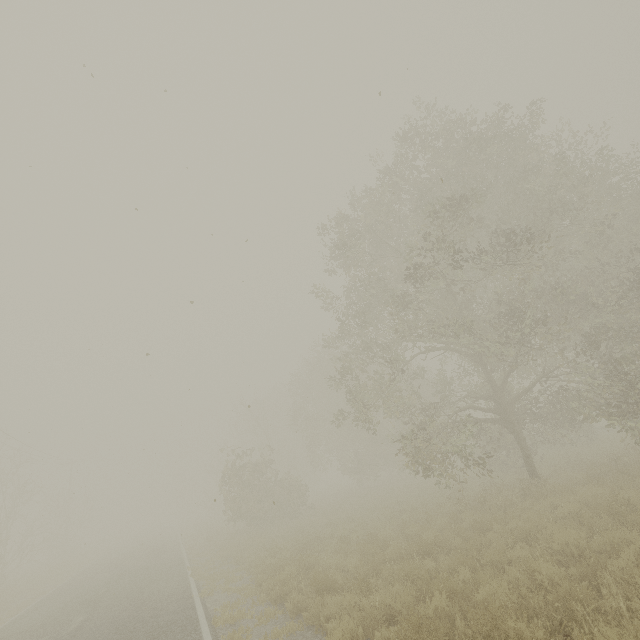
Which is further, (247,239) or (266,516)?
(266,516)
